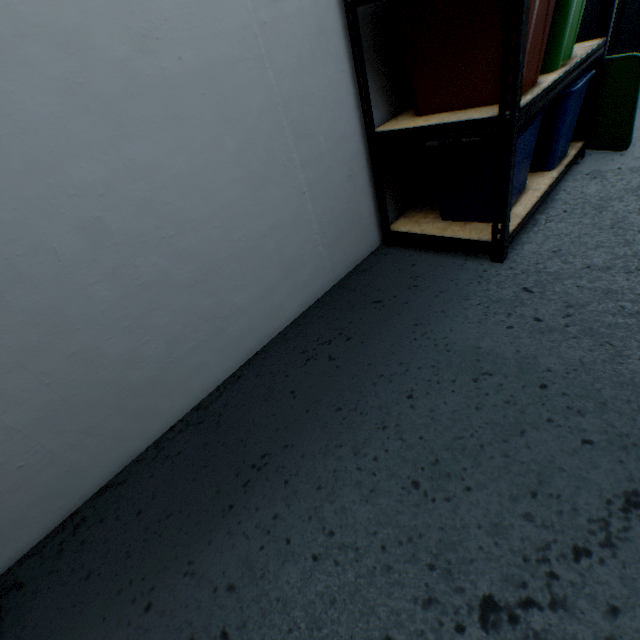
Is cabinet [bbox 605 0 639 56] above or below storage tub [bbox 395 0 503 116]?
below

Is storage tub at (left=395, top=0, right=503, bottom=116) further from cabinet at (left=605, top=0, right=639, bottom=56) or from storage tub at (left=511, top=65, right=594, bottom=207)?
cabinet at (left=605, top=0, right=639, bottom=56)

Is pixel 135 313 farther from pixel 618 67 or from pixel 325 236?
pixel 618 67

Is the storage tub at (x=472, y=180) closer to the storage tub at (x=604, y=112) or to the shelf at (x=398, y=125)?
the shelf at (x=398, y=125)

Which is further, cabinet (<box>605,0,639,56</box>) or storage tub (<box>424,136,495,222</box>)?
cabinet (<box>605,0,639,56</box>)

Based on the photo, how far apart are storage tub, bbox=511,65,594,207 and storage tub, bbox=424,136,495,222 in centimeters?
9cm

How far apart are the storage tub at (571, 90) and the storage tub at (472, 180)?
0.1m

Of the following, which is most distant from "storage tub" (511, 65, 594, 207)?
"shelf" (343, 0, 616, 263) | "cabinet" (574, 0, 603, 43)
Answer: "cabinet" (574, 0, 603, 43)
